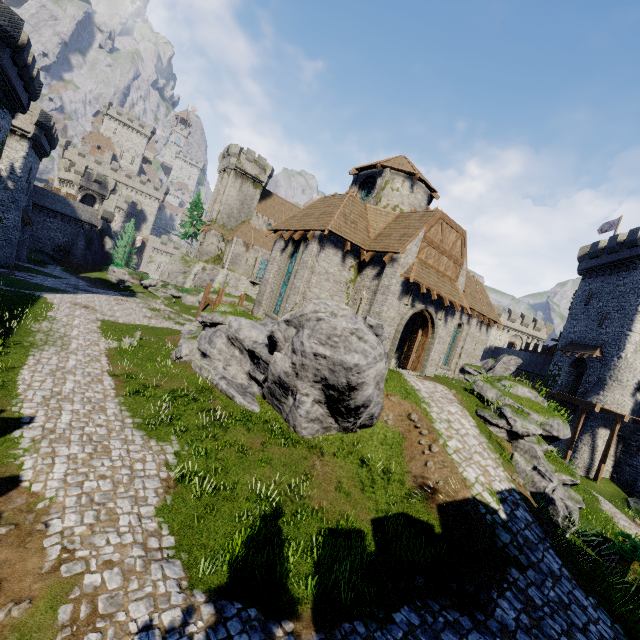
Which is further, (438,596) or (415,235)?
(415,235)

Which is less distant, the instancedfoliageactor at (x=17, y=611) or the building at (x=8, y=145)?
the instancedfoliageactor at (x=17, y=611)

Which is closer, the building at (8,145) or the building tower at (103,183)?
the building at (8,145)

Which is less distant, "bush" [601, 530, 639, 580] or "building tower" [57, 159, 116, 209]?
"bush" [601, 530, 639, 580]

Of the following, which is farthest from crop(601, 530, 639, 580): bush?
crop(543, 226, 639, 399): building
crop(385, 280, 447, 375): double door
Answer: crop(543, 226, 639, 399): building

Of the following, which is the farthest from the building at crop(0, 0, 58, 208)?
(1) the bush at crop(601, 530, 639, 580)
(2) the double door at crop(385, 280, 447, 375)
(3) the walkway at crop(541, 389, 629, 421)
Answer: (3) the walkway at crop(541, 389, 629, 421)

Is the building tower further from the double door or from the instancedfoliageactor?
the instancedfoliageactor

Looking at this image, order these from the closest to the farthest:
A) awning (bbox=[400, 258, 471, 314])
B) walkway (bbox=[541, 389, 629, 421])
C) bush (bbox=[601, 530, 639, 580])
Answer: bush (bbox=[601, 530, 639, 580]), awning (bbox=[400, 258, 471, 314]), walkway (bbox=[541, 389, 629, 421])
